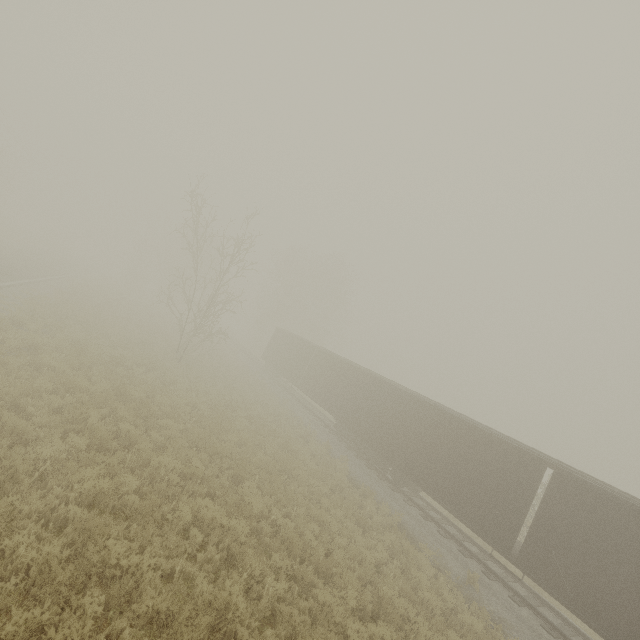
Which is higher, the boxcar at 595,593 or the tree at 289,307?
the tree at 289,307

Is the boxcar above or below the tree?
below

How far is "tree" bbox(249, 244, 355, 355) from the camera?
45.66m

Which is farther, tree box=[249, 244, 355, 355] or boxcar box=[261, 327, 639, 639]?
tree box=[249, 244, 355, 355]

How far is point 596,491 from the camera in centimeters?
1020cm

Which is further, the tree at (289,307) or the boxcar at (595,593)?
the tree at (289,307)
